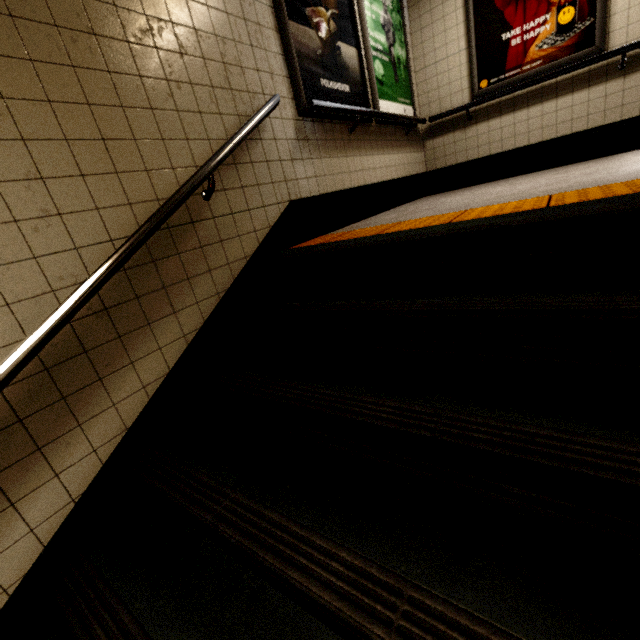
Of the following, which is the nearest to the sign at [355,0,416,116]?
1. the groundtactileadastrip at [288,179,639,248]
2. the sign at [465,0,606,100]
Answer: the sign at [465,0,606,100]

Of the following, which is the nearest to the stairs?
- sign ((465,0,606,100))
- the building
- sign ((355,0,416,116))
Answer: the building

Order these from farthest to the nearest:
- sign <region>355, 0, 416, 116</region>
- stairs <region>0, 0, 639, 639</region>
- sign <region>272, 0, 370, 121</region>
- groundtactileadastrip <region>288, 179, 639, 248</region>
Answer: sign <region>355, 0, 416, 116</region> < sign <region>272, 0, 370, 121</region> < groundtactileadastrip <region>288, 179, 639, 248</region> < stairs <region>0, 0, 639, 639</region>

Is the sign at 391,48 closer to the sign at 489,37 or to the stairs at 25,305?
the sign at 489,37

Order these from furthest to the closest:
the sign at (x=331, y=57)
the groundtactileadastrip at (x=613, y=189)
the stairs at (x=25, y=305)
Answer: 1. the sign at (x=331, y=57)
2. the groundtactileadastrip at (x=613, y=189)
3. the stairs at (x=25, y=305)

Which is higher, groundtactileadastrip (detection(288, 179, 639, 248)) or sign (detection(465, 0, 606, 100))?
sign (detection(465, 0, 606, 100))

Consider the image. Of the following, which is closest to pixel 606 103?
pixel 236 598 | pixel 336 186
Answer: pixel 336 186

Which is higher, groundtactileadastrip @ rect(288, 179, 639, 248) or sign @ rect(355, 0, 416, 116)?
sign @ rect(355, 0, 416, 116)
